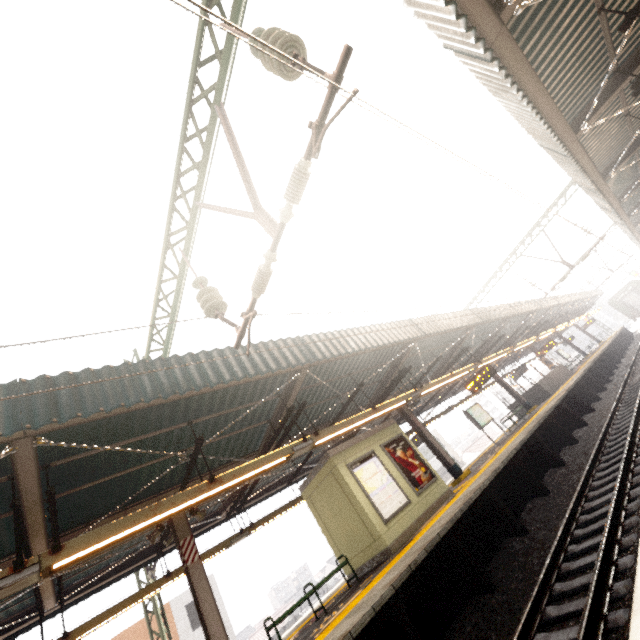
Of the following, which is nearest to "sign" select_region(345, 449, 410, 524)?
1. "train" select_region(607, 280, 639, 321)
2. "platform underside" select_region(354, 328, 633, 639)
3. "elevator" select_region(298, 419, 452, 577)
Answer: "elevator" select_region(298, 419, 452, 577)

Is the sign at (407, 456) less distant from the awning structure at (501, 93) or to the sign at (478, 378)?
the sign at (478, 378)

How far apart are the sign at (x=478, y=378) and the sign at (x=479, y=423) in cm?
222

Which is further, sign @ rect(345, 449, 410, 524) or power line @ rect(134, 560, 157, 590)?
power line @ rect(134, 560, 157, 590)

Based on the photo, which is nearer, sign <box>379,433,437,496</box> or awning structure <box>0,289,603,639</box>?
awning structure <box>0,289,603,639</box>

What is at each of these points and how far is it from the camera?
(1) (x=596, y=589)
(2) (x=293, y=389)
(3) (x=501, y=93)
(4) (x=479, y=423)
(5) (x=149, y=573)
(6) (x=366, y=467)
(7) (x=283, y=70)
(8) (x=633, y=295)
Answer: (1) train track, 3.9m
(2) awning structure, 7.8m
(3) awning structure, 5.4m
(4) sign, 15.9m
(5) power line, 11.5m
(6) sign, 9.8m
(7) power line, 3.6m
(8) train, 40.1m

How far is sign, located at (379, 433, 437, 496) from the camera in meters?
10.1 m

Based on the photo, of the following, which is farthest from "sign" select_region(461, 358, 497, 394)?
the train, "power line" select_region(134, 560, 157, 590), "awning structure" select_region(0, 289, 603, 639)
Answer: the train
